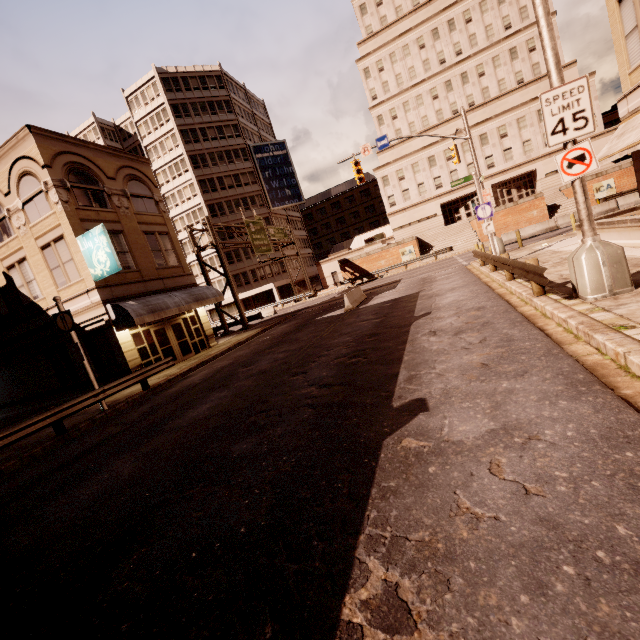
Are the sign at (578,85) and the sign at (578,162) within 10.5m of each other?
yes

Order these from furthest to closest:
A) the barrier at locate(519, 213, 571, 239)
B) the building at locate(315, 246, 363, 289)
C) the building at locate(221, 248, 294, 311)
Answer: the building at locate(315, 246, 363, 289) → the building at locate(221, 248, 294, 311) → the barrier at locate(519, 213, 571, 239)

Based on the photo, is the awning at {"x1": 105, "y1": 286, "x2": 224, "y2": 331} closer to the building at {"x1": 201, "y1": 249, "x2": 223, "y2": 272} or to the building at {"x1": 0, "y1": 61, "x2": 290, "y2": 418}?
the building at {"x1": 201, "y1": 249, "x2": 223, "y2": 272}

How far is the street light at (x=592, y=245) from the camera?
6.6 meters

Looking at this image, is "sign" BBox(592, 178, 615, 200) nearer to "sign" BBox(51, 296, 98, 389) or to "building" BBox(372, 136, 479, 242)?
"building" BBox(372, 136, 479, 242)

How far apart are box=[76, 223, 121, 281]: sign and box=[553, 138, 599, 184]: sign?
17.1m

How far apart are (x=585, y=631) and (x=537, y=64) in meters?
60.0 m

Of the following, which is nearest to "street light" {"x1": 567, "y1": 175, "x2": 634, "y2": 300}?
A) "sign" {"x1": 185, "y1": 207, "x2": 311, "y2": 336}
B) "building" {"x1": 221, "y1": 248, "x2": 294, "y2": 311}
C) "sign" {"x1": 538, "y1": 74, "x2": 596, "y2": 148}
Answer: "sign" {"x1": 538, "y1": 74, "x2": 596, "y2": 148}
